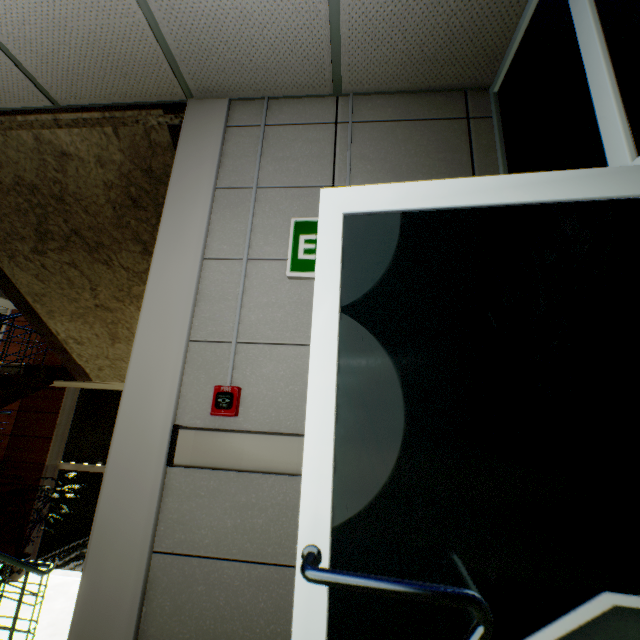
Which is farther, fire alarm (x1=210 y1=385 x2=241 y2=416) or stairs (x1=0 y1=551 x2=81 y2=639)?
stairs (x1=0 y1=551 x2=81 y2=639)

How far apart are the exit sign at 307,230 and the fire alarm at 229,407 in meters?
0.6

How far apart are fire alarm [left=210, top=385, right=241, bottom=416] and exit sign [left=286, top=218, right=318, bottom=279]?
0.6m

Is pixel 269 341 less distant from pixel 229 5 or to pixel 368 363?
pixel 368 363

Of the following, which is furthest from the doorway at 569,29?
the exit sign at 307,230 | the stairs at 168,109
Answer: the stairs at 168,109

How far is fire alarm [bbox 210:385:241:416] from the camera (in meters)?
1.54

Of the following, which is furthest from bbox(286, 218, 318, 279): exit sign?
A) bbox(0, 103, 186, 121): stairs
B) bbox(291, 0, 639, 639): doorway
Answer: bbox(0, 103, 186, 121): stairs
